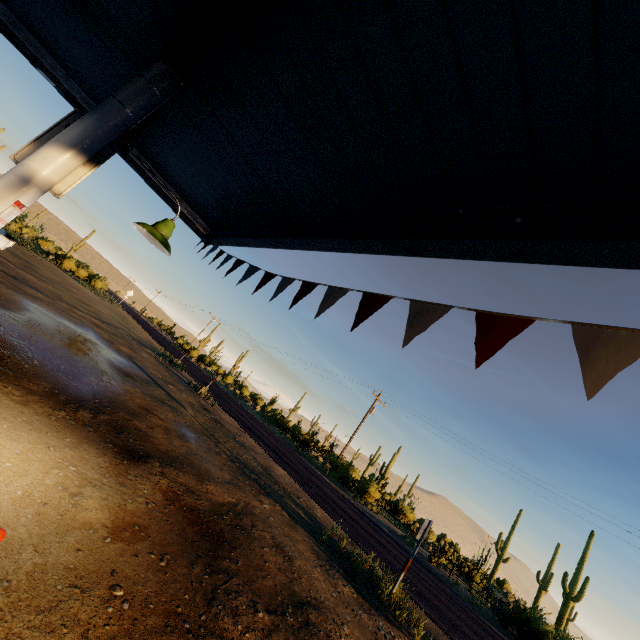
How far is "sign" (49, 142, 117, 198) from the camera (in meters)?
3.23

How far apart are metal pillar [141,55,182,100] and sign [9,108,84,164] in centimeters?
2cm

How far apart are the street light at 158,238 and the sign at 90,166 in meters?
0.2

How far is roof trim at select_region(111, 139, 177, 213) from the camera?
6.2m

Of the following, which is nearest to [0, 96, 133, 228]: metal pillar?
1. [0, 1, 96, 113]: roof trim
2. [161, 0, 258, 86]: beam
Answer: [161, 0, 258, 86]: beam

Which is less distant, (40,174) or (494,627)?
(40,174)

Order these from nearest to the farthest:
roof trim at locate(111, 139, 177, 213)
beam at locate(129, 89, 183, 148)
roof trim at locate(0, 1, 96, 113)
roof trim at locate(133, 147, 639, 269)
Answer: roof trim at locate(133, 147, 639, 269)
beam at locate(129, 89, 183, 148)
roof trim at locate(0, 1, 96, 113)
roof trim at locate(111, 139, 177, 213)

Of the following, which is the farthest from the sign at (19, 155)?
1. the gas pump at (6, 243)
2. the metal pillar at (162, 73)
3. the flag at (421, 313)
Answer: the flag at (421, 313)
